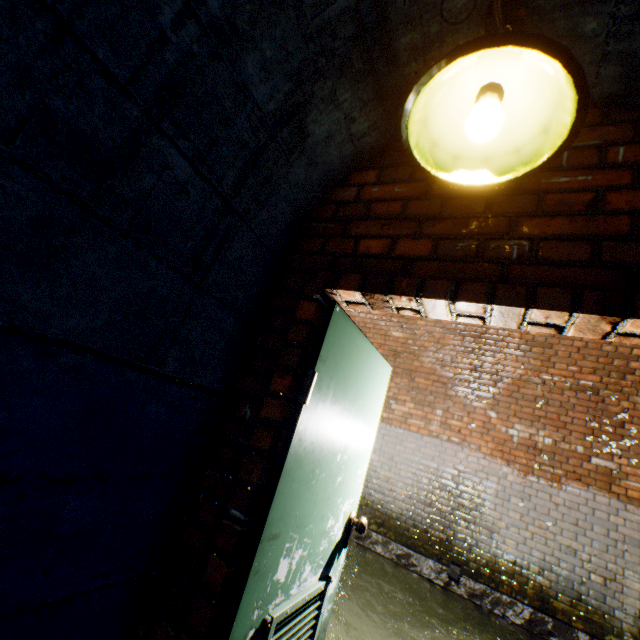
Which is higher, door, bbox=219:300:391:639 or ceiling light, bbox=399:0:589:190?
ceiling light, bbox=399:0:589:190

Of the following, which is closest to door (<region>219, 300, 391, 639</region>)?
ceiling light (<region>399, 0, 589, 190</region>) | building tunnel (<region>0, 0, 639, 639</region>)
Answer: building tunnel (<region>0, 0, 639, 639</region>)

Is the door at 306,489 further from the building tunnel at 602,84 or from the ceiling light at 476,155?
the ceiling light at 476,155

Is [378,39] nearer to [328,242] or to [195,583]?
[328,242]

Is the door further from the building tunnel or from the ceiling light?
the ceiling light

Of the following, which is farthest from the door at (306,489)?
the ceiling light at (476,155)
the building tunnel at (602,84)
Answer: the ceiling light at (476,155)
